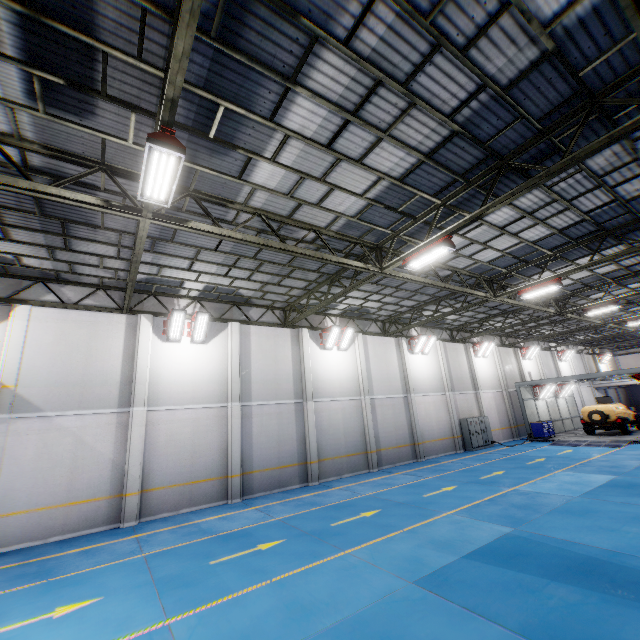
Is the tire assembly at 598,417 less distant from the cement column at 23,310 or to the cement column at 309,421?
the cement column at 309,421

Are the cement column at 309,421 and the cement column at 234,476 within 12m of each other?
yes

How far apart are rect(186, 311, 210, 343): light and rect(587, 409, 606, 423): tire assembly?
27.0 meters

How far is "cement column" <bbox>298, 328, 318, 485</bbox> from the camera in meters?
15.9 m

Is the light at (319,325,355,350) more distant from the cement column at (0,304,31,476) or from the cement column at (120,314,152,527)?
the cement column at (0,304,31,476)

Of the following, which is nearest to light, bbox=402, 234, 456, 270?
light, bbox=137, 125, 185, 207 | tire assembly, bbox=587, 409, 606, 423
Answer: light, bbox=137, 125, 185, 207

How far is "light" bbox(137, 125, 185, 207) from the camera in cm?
528

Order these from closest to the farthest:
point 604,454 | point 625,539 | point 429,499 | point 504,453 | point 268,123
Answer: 1. point 268,123
2. point 625,539
3. point 429,499
4. point 604,454
5. point 504,453
